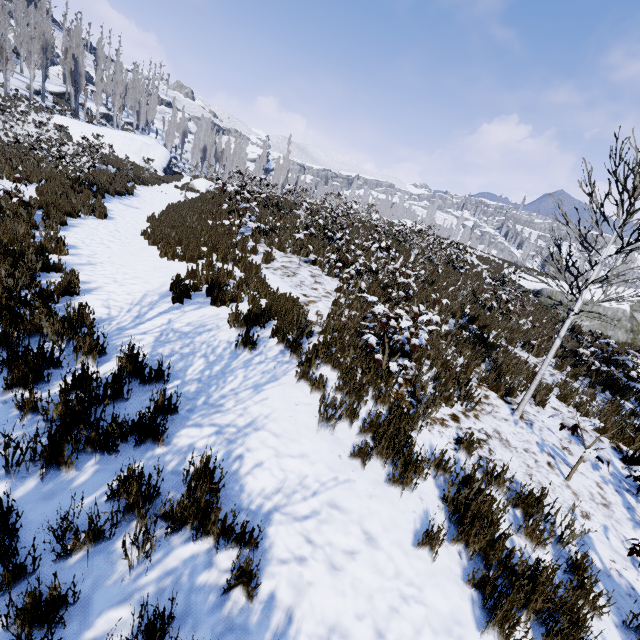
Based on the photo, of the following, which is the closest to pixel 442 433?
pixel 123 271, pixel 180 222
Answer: pixel 123 271

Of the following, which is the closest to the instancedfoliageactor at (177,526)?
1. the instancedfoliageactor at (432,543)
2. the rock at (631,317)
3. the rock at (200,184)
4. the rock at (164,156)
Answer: the rock at (164,156)

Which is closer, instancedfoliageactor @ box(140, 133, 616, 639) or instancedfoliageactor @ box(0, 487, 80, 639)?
instancedfoliageactor @ box(0, 487, 80, 639)

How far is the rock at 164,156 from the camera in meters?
30.0

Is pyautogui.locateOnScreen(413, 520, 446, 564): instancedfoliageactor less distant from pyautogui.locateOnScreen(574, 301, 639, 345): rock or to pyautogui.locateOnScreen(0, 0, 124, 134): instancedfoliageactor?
pyautogui.locateOnScreen(574, 301, 639, 345): rock

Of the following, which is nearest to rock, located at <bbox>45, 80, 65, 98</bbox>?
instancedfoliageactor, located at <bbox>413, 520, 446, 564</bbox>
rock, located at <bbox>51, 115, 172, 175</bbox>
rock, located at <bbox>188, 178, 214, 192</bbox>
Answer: rock, located at <bbox>51, 115, 172, 175</bbox>

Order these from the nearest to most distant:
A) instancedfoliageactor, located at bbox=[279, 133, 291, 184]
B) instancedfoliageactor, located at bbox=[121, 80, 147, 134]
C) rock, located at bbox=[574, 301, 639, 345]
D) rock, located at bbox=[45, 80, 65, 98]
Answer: rock, located at bbox=[574, 301, 639, 345] < rock, located at bbox=[45, 80, 65, 98] < instancedfoliageactor, located at bbox=[121, 80, 147, 134] < instancedfoliageactor, located at bbox=[279, 133, 291, 184]
